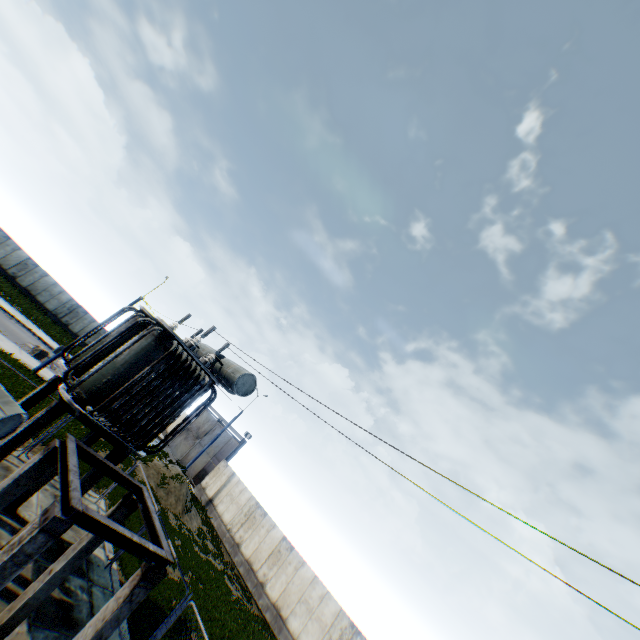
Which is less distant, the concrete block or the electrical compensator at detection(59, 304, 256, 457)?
the electrical compensator at detection(59, 304, 256, 457)

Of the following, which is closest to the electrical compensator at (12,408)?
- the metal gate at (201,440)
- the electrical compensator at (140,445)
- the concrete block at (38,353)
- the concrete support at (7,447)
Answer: the electrical compensator at (140,445)

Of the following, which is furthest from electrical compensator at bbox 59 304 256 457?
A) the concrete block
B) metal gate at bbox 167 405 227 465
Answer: metal gate at bbox 167 405 227 465

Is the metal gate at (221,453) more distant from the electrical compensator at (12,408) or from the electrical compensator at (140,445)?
the electrical compensator at (12,408)

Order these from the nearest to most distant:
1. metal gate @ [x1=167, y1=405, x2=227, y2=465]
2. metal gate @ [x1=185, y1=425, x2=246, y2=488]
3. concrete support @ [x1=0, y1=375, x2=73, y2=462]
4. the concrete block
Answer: → concrete support @ [x1=0, y1=375, x2=73, y2=462], the concrete block, metal gate @ [x1=185, y1=425, x2=246, y2=488], metal gate @ [x1=167, y1=405, x2=227, y2=465]

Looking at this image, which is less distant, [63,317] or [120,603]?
[120,603]

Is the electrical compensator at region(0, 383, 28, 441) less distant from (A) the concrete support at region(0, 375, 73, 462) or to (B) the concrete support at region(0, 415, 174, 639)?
(B) the concrete support at region(0, 415, 174, 639)

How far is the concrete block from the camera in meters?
23.0
